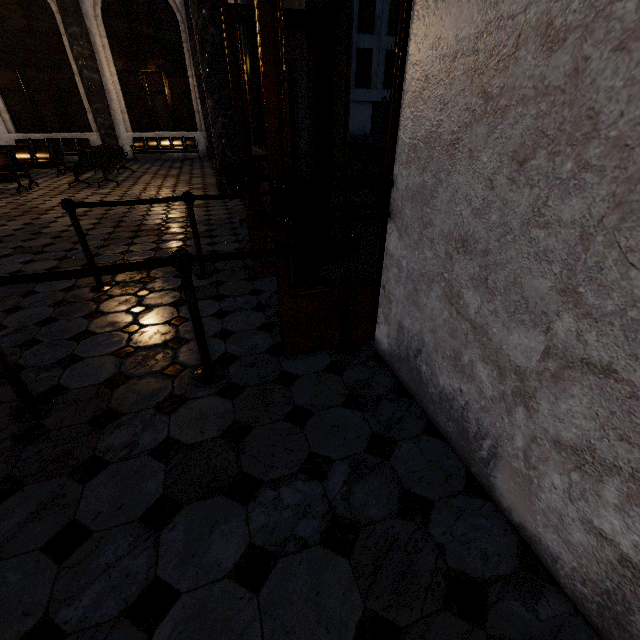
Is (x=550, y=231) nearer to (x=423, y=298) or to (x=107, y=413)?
(x=423, y=298)
